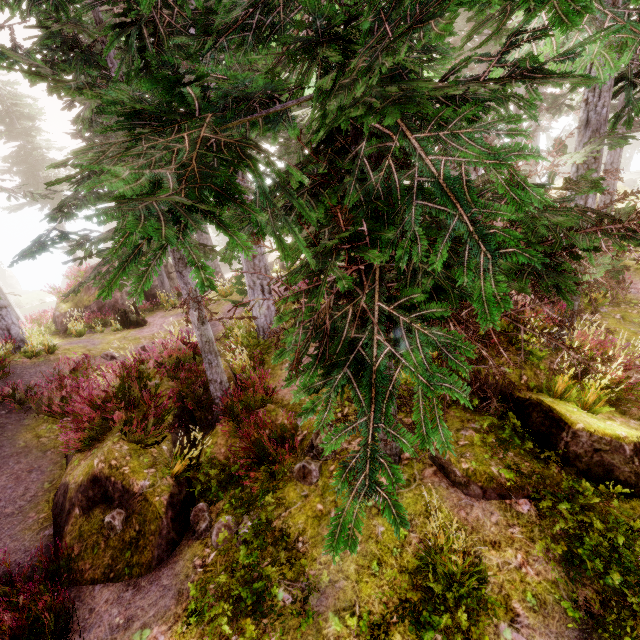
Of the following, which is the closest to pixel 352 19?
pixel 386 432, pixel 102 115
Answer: pixel 386 432

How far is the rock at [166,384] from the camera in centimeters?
775cm

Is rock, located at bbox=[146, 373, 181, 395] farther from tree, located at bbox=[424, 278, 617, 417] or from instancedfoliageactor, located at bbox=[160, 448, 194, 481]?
tree, located at bbox=[424, 278, 617, 417]

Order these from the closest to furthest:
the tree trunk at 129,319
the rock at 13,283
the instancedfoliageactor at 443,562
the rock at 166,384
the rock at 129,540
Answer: the instancedfoliageactor at 443,562 < the rock at 129,540 < the rock at 166,384 < the tree trunk at 129,319 < the rock at 13,283

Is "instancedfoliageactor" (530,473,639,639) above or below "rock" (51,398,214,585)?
above

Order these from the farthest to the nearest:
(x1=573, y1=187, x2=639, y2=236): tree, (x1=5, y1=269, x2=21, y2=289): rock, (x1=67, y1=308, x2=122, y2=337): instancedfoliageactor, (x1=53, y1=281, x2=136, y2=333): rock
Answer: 1. (x1=5, y1=269, x2=21, y2=289): rock
2. (x1=53, y1=281, x2=136, y2=333): rock
3. (x1=67, y1=308, x2=122, y2=337): instancedfoliageactor
4. (x1=573, y1=187, x2=639, y2=236): tree

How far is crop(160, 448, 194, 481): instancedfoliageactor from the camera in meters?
5.6 m

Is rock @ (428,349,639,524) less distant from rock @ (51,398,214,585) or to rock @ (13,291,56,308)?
rock @ (51,398,214,585)
